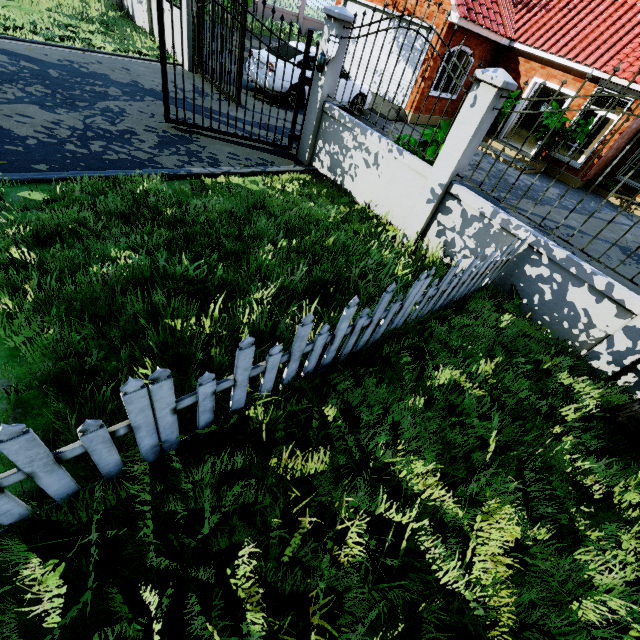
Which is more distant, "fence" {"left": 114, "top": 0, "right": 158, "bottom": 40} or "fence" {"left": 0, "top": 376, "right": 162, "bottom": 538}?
"fence" {"left": 114, "top": 0, "right": 158, "bottom": 40}

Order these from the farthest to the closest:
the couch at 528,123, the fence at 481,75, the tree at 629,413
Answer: the couch at 528,123, the tree at 629,413, the fence at 481,75

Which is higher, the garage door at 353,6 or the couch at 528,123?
the garage door at 353,6

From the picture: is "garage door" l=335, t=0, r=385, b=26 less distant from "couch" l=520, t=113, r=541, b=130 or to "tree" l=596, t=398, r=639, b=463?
"tree" l=596, t=398, r=639, b=463

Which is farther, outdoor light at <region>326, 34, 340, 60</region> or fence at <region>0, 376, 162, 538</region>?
outdoor light at <region>326, 34, 340, 60</region>

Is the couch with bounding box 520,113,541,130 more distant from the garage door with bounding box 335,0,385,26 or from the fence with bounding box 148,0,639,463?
the fence with bounding box 148,0,639,463

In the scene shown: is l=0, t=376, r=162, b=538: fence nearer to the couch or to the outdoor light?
the outdoor light

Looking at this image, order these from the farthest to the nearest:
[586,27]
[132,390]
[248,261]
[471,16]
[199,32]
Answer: [586,27] < [471,16] < [199,32] < [248,261] < [132,390]
